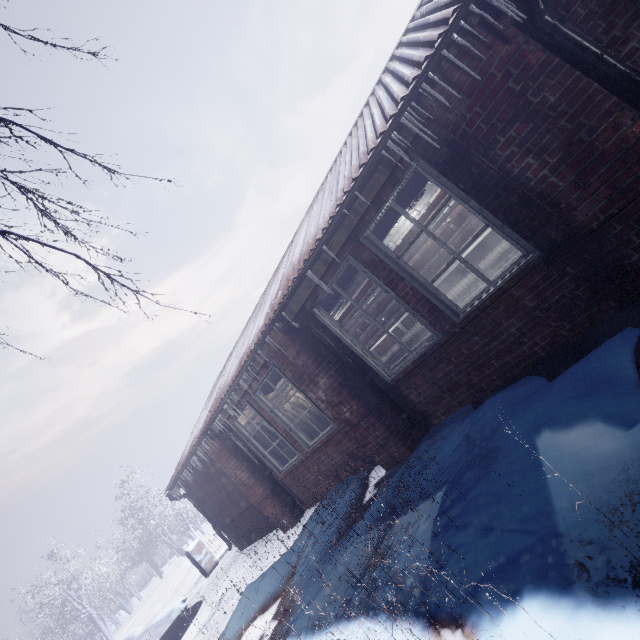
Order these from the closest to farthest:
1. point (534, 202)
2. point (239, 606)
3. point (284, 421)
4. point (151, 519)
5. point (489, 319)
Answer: point (534, 202)
point (489, 319)
point (239, 606)
point (284, 421)
point (151, 519)

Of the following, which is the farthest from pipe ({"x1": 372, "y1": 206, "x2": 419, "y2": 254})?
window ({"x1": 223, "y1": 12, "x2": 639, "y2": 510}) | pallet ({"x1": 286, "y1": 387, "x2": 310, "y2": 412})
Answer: pallet ({"x1": 286, "y1": 387, "x2": 310, "y2": 412})

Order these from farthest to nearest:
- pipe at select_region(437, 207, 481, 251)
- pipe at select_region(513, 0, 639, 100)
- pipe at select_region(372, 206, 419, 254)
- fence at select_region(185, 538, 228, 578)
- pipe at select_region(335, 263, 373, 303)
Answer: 1. fence at select_region(185, 538, 228, 578)
2. pipe at select_region(437, 207, 481, 251)
3. pipe at select_region(335, 263, 373, 303)
4. pipe at select_region(372, 206, 419, 254)
5. pipe at select_region(513, 0, 639, 100)

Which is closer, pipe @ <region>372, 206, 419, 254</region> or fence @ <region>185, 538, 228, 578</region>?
pipe @ <region>372, 206, 419, 254</region>

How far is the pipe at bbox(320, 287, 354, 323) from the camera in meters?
4.5

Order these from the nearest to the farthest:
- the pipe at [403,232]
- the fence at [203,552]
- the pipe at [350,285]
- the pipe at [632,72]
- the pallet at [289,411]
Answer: the pipe at [632,72]
the pipe at [403,232]
the pipe at [350,285]
the fence at [203,552]
the pallet at [289,411]

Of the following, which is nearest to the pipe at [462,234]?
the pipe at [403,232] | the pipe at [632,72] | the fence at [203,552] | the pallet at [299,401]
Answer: the pipe at [403,232]

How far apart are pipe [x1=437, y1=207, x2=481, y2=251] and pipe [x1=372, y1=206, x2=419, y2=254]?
0.5 meters
